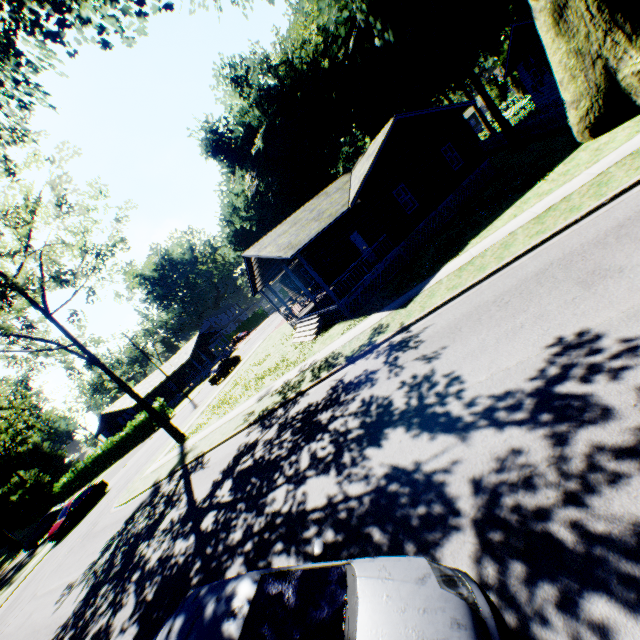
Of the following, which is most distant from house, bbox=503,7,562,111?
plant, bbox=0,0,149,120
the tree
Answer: the tree

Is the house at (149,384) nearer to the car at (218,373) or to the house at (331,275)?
the car at (218,373)

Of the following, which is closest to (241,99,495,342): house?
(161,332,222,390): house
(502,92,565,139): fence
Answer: (502,92,565,139): fence

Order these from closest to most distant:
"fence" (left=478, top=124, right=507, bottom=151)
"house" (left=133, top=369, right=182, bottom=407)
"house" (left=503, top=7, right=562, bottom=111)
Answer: "house" (left=503, top=7, right=562, bottom=111) < "fence" (left=478, top=124, right=507, bottom=151) < "house" (left=133, top=369, right=182, bottom=407)

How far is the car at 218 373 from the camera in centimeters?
3366cm

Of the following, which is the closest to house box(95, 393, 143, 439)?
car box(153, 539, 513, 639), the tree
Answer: the tree

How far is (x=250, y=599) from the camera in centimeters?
334cm

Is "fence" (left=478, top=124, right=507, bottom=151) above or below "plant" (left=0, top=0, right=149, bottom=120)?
below
